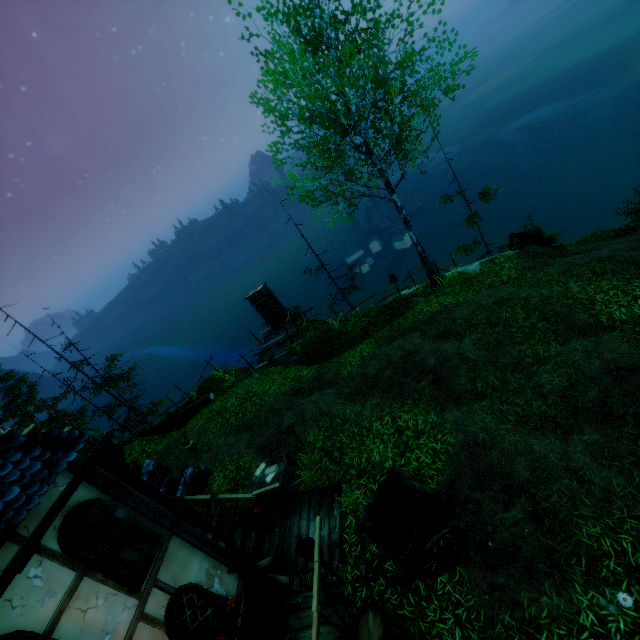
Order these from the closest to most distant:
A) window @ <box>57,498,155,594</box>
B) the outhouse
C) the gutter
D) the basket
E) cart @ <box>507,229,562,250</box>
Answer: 1. the gutter
2. window @ <box>57,498,155,594</box>
3. the basket
4. cart @ <box>507,229,562,250</box>
5. the outhouse

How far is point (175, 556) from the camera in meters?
5.9 m

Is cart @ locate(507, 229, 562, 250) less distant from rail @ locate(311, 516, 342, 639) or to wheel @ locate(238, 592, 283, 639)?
rail @ locate(311, 516, 342, 639)

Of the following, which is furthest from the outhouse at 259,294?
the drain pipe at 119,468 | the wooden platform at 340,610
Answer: the wooden platform at 340,610

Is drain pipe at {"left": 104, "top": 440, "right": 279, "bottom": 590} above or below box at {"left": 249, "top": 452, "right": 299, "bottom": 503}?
above

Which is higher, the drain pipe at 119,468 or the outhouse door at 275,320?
the drain pipe at 119,468

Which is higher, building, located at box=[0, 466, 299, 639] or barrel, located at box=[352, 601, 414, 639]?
building, located at box=[0, 466, 299, 639]

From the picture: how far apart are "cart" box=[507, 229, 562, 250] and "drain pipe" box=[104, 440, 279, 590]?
16.89m
